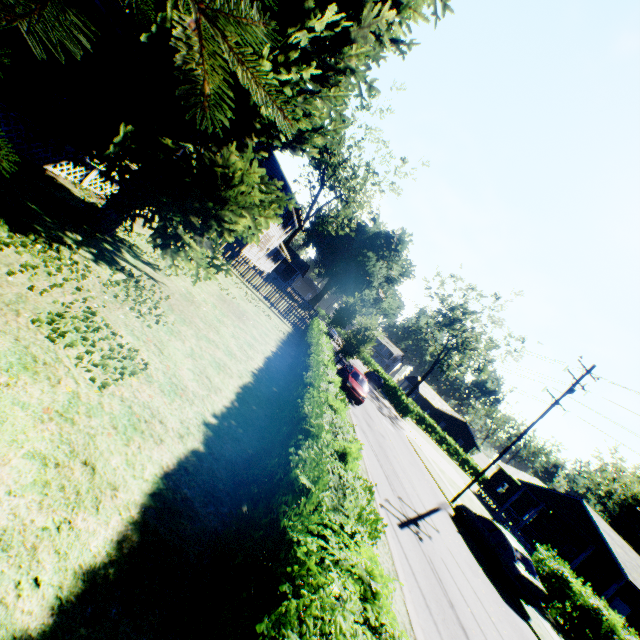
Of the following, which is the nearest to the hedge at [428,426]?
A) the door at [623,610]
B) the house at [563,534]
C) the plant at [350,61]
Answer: the house at [563,534]

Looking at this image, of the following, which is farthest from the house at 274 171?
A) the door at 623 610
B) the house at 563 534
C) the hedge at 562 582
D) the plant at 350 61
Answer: the door at 623 610

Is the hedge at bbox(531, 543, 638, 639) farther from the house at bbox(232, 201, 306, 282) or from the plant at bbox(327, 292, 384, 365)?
the house at bbox(232, 201, 306, 282)

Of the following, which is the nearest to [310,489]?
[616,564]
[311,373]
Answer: [311,373]

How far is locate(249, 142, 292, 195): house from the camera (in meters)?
29.06

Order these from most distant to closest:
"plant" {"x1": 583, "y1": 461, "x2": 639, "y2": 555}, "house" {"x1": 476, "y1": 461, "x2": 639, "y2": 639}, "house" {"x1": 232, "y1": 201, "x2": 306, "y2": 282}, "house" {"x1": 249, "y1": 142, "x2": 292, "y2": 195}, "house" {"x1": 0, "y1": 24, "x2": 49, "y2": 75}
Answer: "plant" {"x1": 583, "y1": 461, "x2": 639, "y2": 555} → "house" {"x1": 232, "y1": 201, "x2": 306, "y2": 282} → "house" {"x1": 249, "y1": 142, "x2": 292, "y2": 195} → "house" {"x1": 476, "y1": 461, "x2": 639, "y2": 639} → "house" {"x1": 0, "y1": 24, "x2": 49, "y2": 75}

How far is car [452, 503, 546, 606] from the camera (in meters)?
13.04

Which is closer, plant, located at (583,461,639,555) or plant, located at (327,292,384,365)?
plant, located at (327,292,384,365)
